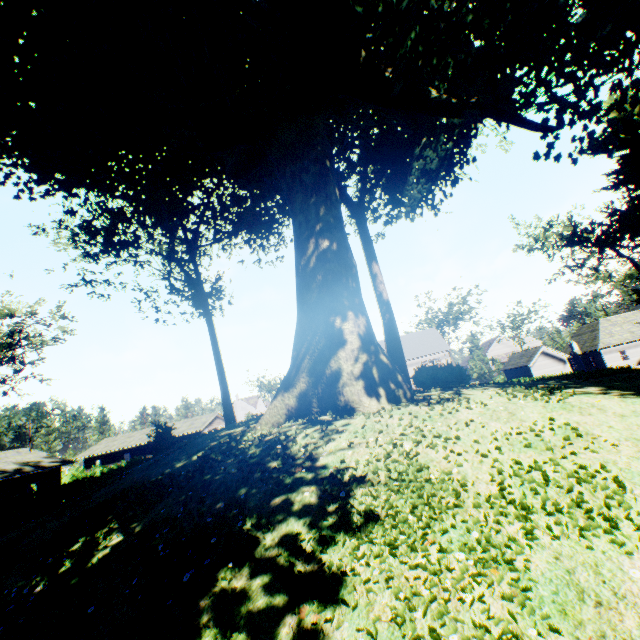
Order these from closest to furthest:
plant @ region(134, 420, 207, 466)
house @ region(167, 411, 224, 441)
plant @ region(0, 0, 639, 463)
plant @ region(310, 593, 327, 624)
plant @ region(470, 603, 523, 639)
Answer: plant @ region(470, 603, 523, 639) → plant @ region(310, 593, 327, 624) → plant @ region(0, 0, 639, 463) → plant @ region(134, 420, 207, 466) → house @ region(167, 411, 224, 441)

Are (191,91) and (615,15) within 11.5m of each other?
no

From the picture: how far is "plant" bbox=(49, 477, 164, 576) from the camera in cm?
653

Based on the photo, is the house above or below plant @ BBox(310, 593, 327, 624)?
above

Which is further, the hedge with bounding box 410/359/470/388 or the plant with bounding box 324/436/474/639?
the hedge with bounding box 410/359/470/388

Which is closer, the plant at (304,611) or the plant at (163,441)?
the plant at (304,611)

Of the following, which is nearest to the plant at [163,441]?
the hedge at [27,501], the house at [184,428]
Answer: the hedge at [27,501]

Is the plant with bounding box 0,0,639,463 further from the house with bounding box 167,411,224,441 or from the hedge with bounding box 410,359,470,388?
the house with bounding box 167,411,224,441
